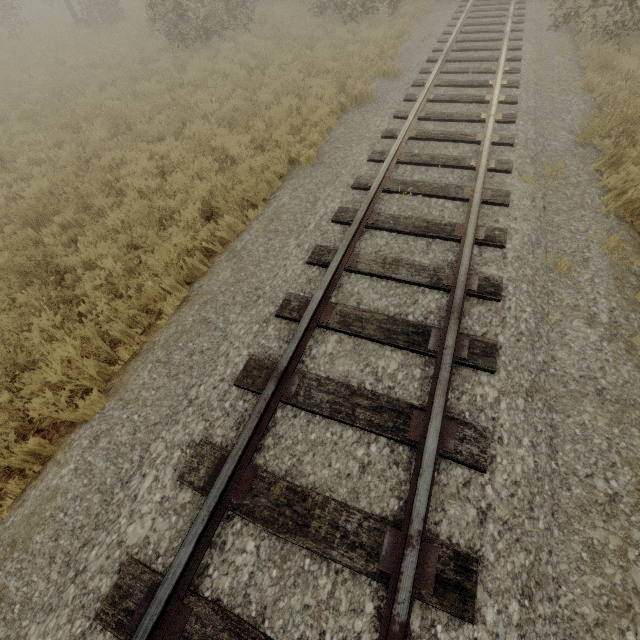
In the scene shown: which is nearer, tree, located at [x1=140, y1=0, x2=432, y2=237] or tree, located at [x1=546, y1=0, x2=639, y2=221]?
tree, located at [x1=546, y1=0, x2=639, y2=221]

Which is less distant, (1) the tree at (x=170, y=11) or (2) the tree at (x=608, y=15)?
(2) the tree at (x=608, y=15)

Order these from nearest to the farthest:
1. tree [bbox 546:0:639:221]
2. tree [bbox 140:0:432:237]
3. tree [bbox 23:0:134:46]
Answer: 1. tree [bbox 546:0:639:221]
2. tree [bbox 140:0:432:237]
3. tree [bbox 23:0:134:46]

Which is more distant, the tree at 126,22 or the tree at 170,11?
the tree at 126,22

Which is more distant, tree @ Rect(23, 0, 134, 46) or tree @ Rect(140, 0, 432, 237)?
tree @ Rect(23, 0, 134, 46)

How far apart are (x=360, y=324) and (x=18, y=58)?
27.6 meters
